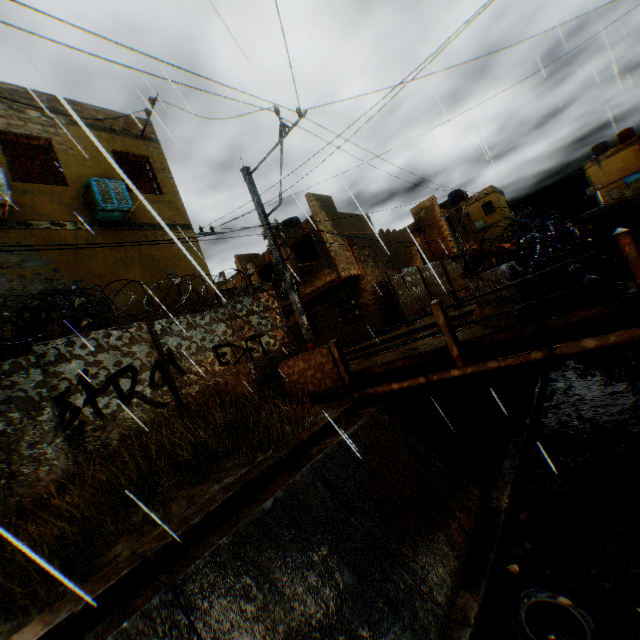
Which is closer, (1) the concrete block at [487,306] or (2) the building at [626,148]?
(1) the concrete block at [487,306]

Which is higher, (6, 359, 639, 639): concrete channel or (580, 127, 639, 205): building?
(580, 127, 639, 205): building

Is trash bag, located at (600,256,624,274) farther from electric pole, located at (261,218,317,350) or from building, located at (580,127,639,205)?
building, located at (580,127,639,205)

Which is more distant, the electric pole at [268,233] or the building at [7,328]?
the electric pole at [268,233]

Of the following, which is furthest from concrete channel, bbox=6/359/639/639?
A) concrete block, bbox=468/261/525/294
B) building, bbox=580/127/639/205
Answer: building, bbox=580/127/639/205

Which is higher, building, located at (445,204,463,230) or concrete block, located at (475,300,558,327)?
building, located at (445,204,463,230)

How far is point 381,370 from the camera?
6.9 meters

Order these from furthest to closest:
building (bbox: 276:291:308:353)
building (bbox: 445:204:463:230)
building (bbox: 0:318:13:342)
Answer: building (bbox: 445:204:463:230) → building (bbox: 276:291:308:353) → building (bbox: 0:318:13:342)
